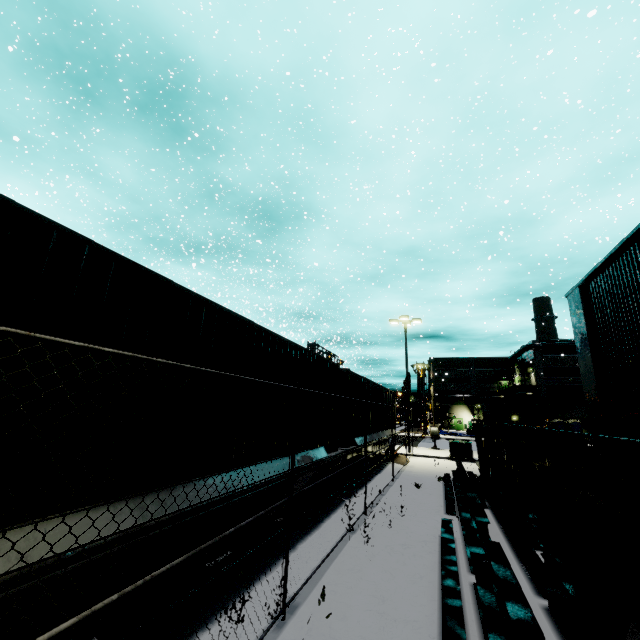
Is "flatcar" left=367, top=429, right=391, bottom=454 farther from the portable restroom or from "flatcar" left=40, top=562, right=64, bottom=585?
the portable restroom

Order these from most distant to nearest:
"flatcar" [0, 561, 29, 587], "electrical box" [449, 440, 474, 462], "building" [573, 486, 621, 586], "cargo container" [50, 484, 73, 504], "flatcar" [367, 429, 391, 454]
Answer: "electrical box" [449, 440, 474, 462] → "flatcar" [367, 429, 391, 454] → "building" [573, 486, 621, 586] → "cargo container" [50, 484, 73, 504] → "flatcar" [0, 561, 29, 587]

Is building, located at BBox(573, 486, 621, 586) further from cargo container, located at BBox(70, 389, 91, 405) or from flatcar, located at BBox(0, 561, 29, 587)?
flatcar, located at BBox(0, 561, 29, 587)

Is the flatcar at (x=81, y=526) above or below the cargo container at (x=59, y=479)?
below

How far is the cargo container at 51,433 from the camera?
2.6 meters

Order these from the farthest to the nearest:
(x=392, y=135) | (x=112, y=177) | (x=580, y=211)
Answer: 1. (x=112, y=177)
2. (x=392, y=135)
3. (x=580, y=211)

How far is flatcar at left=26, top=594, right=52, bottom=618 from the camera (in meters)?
2.38
